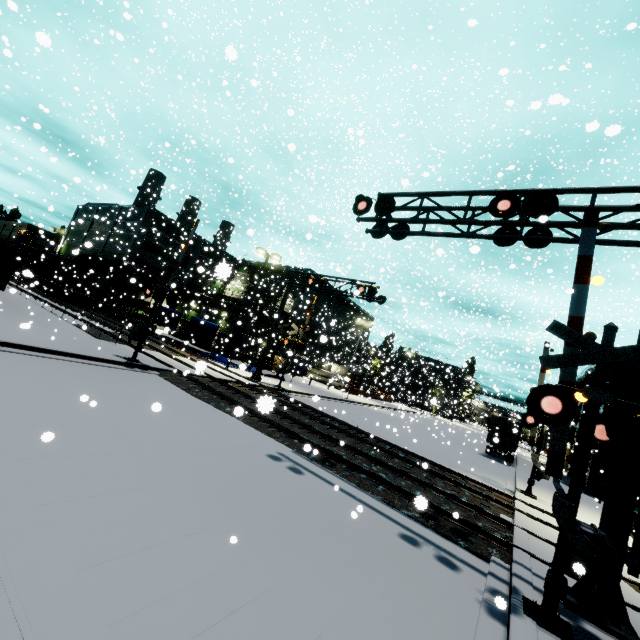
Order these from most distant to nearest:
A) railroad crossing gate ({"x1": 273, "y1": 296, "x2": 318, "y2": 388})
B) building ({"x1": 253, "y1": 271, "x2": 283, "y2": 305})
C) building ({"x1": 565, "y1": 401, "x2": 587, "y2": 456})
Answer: building ({"x1": 253, "y1": 271, "x2": 283, "y2": 305}) < building ({"x1": 565, "y1": 401, "x2": 587, "y2": 456}) < railroad crossing gate ({"x1": 273, "y1": 296, "x2": 318, "y2": 388})

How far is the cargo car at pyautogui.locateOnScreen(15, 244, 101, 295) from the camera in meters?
36.5

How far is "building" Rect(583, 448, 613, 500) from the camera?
23.0m

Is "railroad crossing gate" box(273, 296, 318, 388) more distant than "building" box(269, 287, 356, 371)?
No

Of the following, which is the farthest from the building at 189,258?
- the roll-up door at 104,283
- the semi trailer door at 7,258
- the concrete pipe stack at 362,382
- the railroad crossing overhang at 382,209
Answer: the semi trailer door at 7,258

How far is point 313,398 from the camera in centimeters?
611cm

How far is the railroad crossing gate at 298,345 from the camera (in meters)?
24.23

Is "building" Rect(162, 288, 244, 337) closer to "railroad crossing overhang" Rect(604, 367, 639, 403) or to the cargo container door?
the cargo container door
